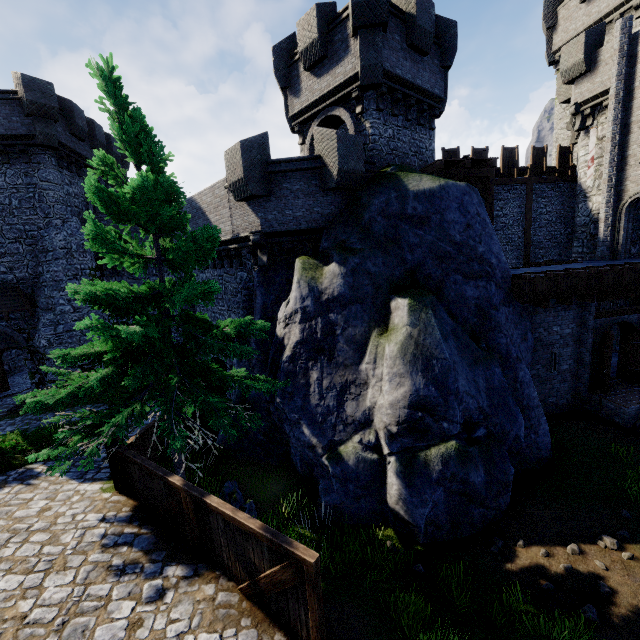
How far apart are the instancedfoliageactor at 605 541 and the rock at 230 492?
8.27m

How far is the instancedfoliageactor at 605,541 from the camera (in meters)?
7.35

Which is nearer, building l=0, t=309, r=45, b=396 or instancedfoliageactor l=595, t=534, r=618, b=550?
instancedfoliageactor l=595, t=534, r=618, b=550

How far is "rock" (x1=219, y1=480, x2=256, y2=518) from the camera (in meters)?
8.36

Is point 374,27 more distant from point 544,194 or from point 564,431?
point 564,431

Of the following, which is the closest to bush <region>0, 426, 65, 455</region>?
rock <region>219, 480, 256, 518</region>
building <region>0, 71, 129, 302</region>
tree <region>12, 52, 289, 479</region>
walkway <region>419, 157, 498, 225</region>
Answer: tree <region>12, 52, 289, 479</region>

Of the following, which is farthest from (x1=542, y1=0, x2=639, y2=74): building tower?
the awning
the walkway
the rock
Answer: the awning

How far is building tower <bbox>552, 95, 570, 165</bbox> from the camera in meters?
22.7 m
